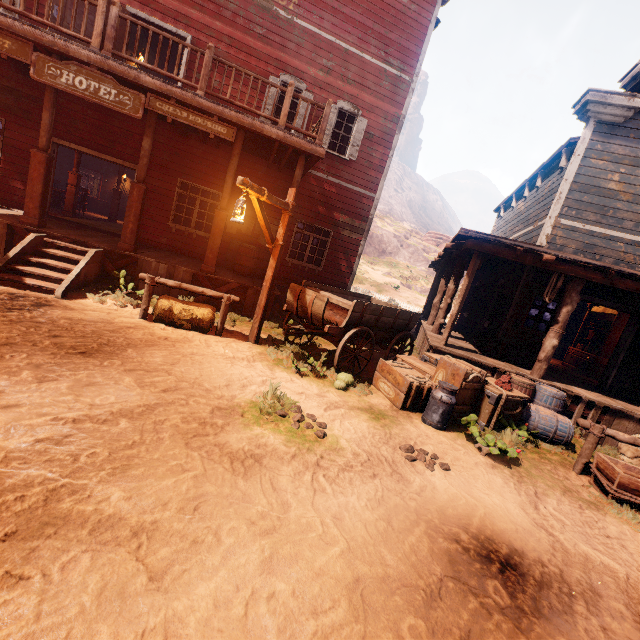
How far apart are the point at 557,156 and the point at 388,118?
5.47m

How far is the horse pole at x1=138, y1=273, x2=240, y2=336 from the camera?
6.4m

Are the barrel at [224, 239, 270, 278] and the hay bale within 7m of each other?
yes

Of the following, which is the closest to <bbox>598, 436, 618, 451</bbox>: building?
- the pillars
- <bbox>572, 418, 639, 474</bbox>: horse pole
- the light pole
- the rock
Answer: the pillars

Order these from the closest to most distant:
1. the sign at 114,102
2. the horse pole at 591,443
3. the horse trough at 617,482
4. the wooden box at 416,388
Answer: the horse trough at 617,482
the horse pole at 591,443
the wooden box at 416,388
the sign at 114,102

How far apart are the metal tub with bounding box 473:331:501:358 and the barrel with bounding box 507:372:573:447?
1.2m

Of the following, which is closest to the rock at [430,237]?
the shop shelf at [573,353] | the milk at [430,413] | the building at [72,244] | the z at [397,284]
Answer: the z at [397,284]

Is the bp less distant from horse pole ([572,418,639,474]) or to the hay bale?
horse pole ([572,418,639,474])
